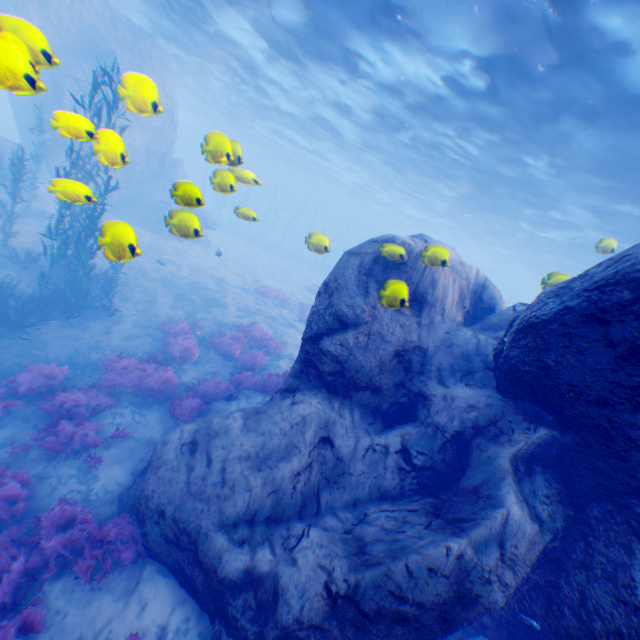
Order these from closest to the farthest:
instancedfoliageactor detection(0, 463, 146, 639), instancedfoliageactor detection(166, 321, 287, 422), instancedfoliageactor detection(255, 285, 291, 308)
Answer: instancedfoliageactor detection(0, 463, 146, 639)
instancedfoliageactor detection(166, 321, 287, 422)
instancedfoliageactor detection(255, 285, 291, 308)

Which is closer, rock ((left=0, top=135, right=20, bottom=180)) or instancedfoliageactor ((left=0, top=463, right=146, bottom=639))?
instancedfoliageactor ((left=0, top=463, right=146, bottom=639))

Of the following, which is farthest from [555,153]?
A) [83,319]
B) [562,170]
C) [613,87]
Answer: [83,319]

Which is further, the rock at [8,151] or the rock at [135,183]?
the rock at [8,151]

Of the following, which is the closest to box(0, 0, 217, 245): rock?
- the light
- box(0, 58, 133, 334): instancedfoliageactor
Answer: the light

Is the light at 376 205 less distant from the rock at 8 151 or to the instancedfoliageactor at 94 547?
the rock at 8 151

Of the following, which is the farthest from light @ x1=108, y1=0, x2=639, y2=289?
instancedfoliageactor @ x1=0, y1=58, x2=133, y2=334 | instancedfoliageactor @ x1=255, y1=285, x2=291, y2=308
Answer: instancedfoliageactor @ x1=255, y1=285, x2=291, y2=308

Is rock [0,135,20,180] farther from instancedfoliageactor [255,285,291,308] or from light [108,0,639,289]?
instancedfoliageactor [255,285,291,308]
